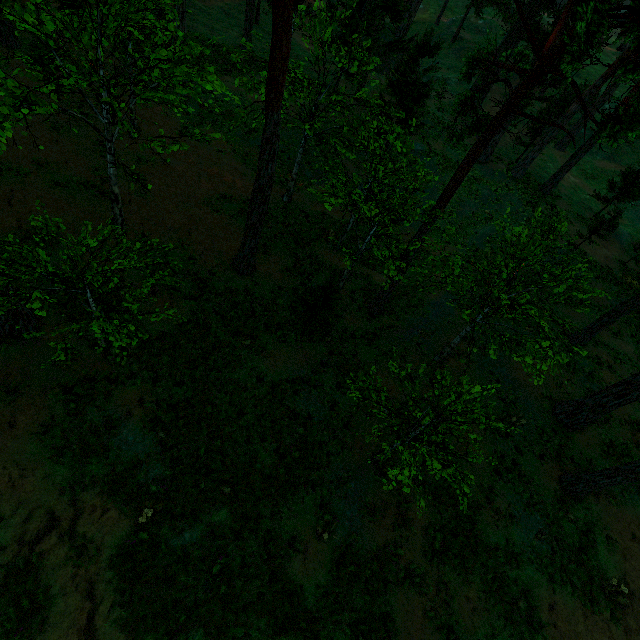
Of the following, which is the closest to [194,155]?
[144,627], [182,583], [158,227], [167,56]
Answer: [158,227]

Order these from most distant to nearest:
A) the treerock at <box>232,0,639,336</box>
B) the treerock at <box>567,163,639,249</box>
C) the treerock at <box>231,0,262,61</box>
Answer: the treerock at <box>567,163,639,249</box> < the treerock at <box>231,0,262,61</box> < the treerock at <box>232,0,639,336</box>

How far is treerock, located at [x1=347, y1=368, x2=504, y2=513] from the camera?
7.6 meters

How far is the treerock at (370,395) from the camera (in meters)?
7.62

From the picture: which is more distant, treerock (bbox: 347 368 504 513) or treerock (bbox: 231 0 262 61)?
treerock (bbox: 231 0 262 61)

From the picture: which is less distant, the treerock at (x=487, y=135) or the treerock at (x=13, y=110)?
the treerock at (x=13, y=110)

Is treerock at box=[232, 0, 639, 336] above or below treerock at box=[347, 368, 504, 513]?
below
